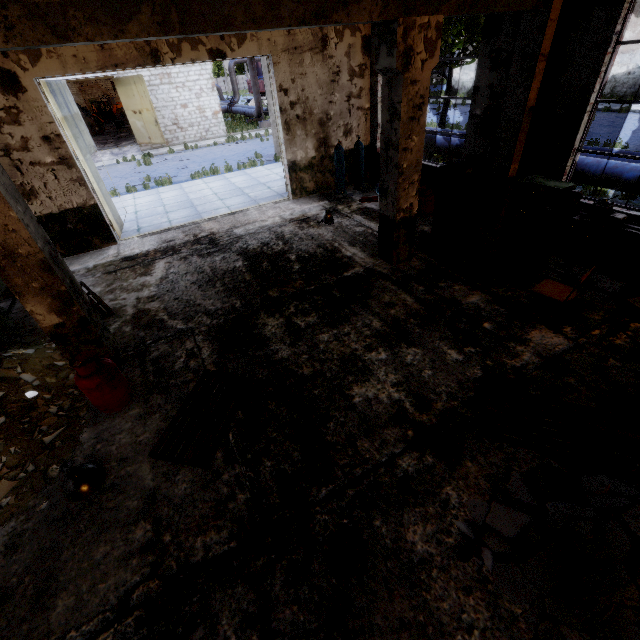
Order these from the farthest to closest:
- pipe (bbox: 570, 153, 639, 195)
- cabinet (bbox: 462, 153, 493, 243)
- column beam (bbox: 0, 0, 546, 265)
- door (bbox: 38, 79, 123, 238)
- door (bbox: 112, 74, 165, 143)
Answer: door (bbox: 112, 74, 165, 143)
door (bbox: 38, 79, 123, 238)
pipe (bbox: 570, 153, 639, 195)
cabinet (bbox: 462, 153, 493, 243)
column beam (bbox: 0, 0, 546, 265)

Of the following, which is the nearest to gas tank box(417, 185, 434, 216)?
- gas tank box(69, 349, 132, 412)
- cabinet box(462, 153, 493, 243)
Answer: cabinet box(462, 153, 493, 243)

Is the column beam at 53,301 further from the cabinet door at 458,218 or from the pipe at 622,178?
the pipe at 622,178

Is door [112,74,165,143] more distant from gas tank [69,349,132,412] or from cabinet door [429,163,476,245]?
gas tank [69,349,132,412]

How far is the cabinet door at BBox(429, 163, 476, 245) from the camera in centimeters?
648cm

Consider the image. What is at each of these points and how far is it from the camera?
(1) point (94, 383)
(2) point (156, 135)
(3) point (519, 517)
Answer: (1) gas tank, 4.07m
(2) door, 22.11m
(3) concrete debris, 3.03m

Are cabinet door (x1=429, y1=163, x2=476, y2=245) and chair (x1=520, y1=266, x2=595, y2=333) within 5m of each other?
yes

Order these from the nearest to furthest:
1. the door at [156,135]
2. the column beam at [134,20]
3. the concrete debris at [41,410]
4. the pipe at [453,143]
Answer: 1. the column beam at [134,20]
2. the concrete debris at [41,410]
3. the pipe at [453,143]
4. the door at [156,135]
